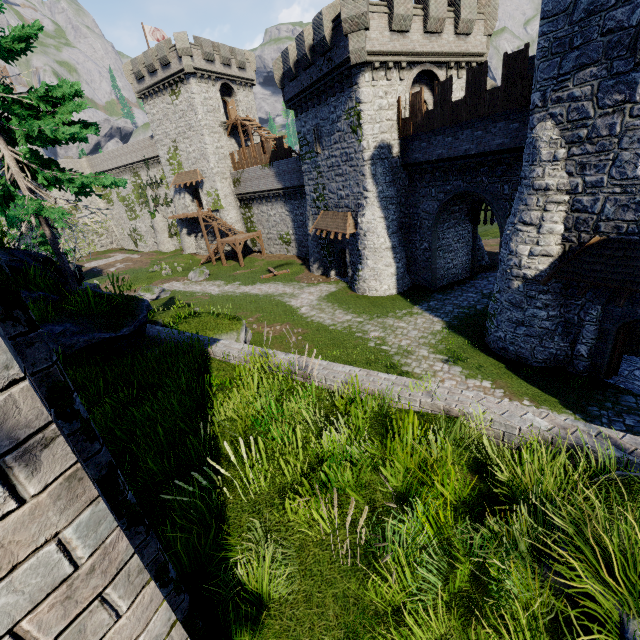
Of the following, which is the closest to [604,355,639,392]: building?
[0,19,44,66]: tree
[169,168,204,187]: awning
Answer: [0,19,44,66]: tree

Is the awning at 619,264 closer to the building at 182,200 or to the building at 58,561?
the building at 58,561

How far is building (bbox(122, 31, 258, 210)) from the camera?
34.47m

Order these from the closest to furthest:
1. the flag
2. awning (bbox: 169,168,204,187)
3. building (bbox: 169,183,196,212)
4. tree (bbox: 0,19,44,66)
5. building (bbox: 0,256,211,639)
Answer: building (bbox: 0,256,211,639)
tree (bbox: 0,19,44,66)
the flag
awning (bbox: 169,168,204,187)
building (bbox: 169,183,196,212)

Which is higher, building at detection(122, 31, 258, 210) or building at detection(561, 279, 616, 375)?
building at detection(122, 31, 258, 210)

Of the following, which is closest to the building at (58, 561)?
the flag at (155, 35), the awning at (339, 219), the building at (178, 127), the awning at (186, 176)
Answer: the awning at (339, 219)

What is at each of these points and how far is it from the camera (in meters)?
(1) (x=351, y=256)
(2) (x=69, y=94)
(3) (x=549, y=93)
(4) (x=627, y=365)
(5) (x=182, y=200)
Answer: (1) building, 25.34
(2) tree, 8.34
(3) building, 10.90
(4) building, 12.70
(5) building, 43.38

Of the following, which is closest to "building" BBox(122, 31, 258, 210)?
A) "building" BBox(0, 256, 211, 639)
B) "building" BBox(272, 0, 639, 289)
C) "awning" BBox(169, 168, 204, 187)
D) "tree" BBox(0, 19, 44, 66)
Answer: "awning" BBox(169, 168, 204, 187)
